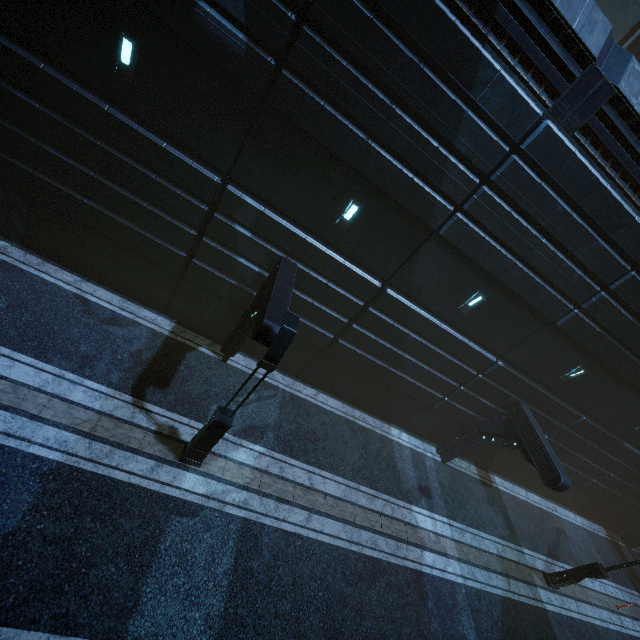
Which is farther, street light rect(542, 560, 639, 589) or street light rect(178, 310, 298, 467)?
street light rect(542, 560, 639, 589)

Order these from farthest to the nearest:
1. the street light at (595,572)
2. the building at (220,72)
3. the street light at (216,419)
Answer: the street light at (595,572) < the building at (220,72) < the street light at (216,419)

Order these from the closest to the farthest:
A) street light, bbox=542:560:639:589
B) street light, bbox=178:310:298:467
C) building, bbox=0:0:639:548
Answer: street light, bbox=178:310:298:467 < building, bbox=0:0:639:548 < street light, bbox=542:560:639:589

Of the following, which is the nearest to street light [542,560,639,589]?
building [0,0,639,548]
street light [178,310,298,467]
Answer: building [0,0,639,548]

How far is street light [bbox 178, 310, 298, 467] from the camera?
6.85m

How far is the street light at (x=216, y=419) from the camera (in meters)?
6.85

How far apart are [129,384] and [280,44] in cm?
995
